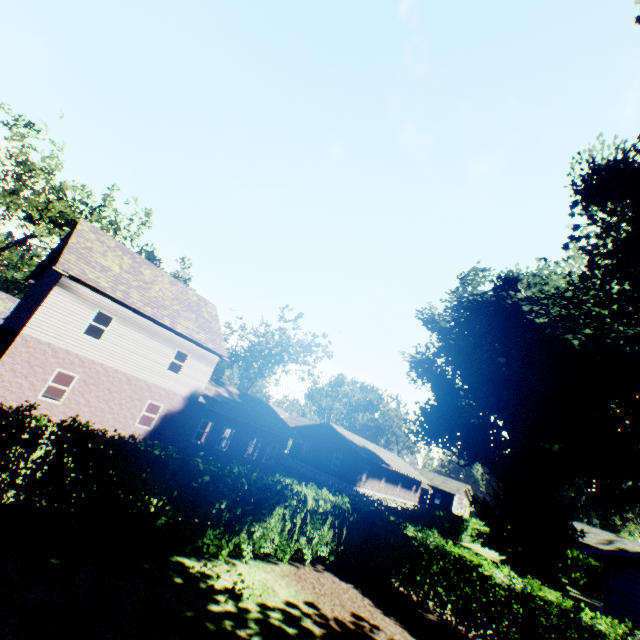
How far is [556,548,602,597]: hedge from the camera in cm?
3188

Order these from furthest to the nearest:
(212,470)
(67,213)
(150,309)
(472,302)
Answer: (472,302) < (67,213) < (150,309) < (212,470)

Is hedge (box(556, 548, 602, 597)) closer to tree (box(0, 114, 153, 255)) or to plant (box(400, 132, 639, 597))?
tree (box(0, 114, 153, 255))

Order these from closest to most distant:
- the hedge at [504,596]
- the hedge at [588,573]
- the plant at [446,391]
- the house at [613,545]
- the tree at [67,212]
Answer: the hedge at [504,596]
the plant at [446,391]
the house at [613,545]
the tree at [67,212]
the hedge at [588,573]

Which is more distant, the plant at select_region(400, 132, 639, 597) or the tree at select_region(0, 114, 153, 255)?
the tree at select_region(0, 114, 153, 255)

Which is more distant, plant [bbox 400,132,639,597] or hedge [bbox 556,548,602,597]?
hedge [bbox 556,548,602,597]

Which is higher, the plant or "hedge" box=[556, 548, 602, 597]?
the plant

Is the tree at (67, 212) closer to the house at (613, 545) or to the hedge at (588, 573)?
the hedge at (588, 573)
